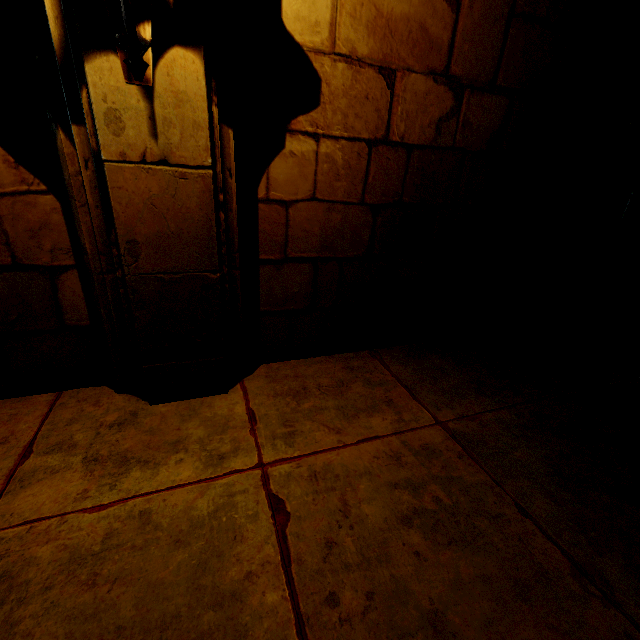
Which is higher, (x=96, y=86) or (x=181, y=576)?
(x=96, y=86)
